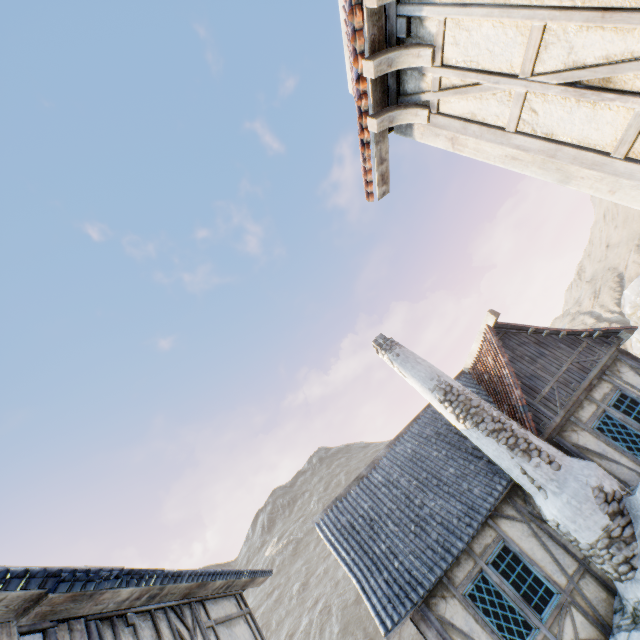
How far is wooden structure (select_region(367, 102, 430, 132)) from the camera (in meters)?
3.60

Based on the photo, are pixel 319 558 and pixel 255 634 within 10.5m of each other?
no

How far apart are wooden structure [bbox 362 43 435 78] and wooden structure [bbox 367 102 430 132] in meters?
0.4 m

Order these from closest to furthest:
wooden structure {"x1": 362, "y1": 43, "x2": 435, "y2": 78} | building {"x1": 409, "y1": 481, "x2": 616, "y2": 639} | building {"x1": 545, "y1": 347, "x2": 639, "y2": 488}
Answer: wooden structure {"x1": 362, "y1": 43, "x2": 435, "y2": 78}
building {"x1": 409, "y1": 481, "x2": 616, "y2": 639}
building {"x1": 545, "y1": 347, "x2": 639, "y2": 488}

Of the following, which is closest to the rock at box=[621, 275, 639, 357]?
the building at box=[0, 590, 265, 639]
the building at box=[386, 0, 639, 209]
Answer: the building at box=[386, 0, 639, 209]

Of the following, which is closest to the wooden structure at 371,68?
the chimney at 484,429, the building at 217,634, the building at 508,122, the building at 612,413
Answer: the building at 508,122

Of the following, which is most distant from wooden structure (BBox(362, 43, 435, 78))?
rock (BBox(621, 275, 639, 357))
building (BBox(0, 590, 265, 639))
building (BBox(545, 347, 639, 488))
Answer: building (BBox(545, 347, 639, 488))

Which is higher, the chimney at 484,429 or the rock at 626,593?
the chimney at 484,429
